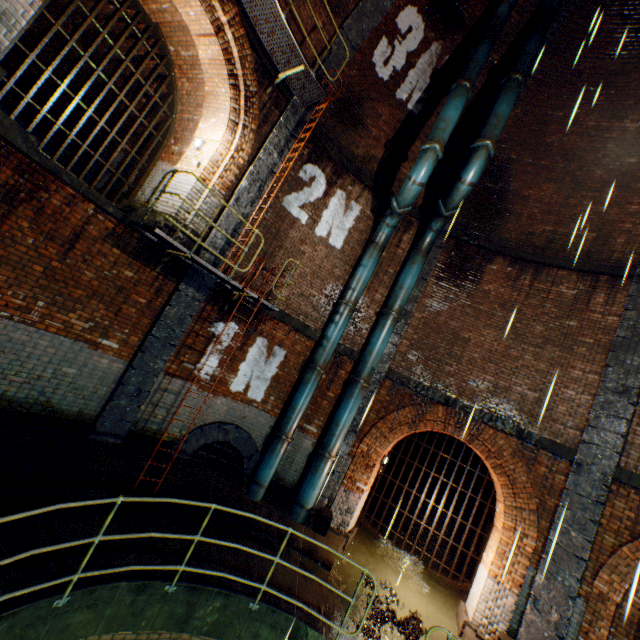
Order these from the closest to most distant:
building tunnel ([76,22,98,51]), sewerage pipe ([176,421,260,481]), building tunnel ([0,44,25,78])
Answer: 1. sewerage pipe ([176,421,260,481])
2. building tunnel ([76,22,98,51])
3. building tunnel ([0,44,25,78])

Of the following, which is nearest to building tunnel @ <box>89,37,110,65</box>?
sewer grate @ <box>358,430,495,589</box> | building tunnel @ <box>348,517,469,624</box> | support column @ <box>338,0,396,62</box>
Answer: support column @ <box>338,0,396,62</box>

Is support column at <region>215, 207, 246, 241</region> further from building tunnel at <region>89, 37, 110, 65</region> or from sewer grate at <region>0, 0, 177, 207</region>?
sewer grate at <region>0, 0, 177, 207</region>

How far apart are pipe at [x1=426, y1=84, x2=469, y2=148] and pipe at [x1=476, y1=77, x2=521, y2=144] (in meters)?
0.63

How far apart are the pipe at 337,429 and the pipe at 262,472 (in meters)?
0.85

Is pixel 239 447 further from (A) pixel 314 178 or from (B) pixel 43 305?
(A) pixel 314 178

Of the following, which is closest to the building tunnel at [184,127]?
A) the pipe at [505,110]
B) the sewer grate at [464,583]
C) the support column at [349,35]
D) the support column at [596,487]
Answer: the support column at [349,35]

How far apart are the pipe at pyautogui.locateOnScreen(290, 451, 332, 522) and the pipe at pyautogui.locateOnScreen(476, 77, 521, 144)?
8.95m
